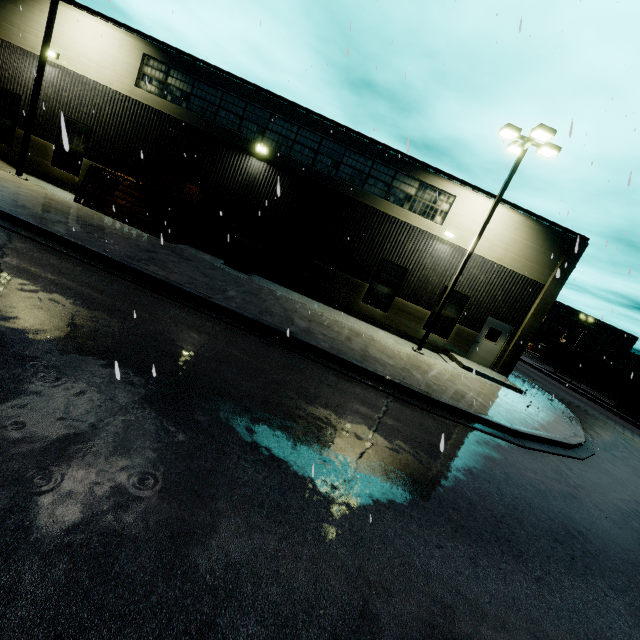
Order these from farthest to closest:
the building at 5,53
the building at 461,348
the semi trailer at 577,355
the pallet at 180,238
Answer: the semi trailer at 577,355 → the building at 461,348 → the building at 5,53 → the pallet at 180,238

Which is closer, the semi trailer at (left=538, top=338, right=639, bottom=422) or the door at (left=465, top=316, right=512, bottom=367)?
the door at (left=465, top=316, right=512, bottom=367)

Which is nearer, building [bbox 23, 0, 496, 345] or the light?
the light

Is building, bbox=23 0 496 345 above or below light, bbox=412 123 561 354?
below

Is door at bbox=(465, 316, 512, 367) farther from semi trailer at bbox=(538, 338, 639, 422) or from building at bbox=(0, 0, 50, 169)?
semi trailer at bbox=(538, 338, 639, 422)

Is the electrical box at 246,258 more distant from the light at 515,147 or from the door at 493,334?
the door at 493,334

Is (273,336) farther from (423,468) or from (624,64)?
(624,64)

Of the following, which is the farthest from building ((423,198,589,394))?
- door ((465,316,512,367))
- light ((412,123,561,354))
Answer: light ((412,123,561,354))
